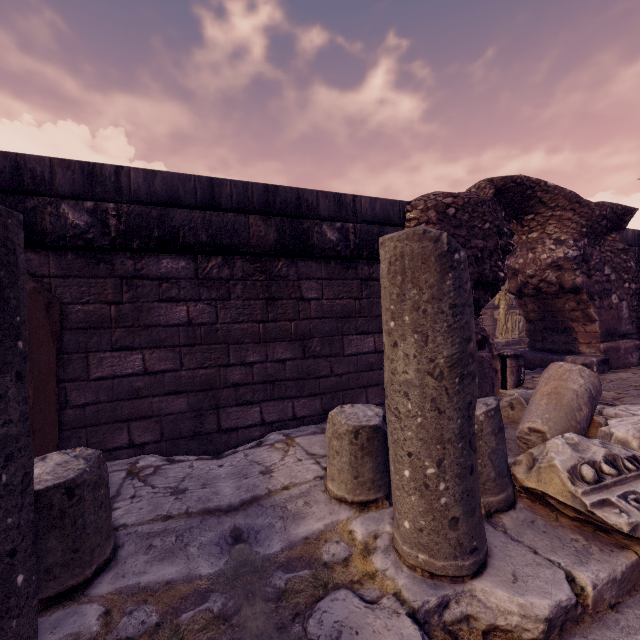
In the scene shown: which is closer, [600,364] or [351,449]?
[351,449]

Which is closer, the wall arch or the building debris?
the building debris

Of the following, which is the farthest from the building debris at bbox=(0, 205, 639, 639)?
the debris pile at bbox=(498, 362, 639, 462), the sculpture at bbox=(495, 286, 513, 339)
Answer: the sculpture at bbox=(495, 286, 513, 339)

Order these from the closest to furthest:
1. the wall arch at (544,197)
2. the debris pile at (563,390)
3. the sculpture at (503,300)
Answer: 1. the debris pile at (563,390)
2. the wall arch at (544,197)
3. the sculpture at (503,300)

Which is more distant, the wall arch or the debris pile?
the wall arch

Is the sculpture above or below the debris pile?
above

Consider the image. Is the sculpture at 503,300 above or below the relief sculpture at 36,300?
above

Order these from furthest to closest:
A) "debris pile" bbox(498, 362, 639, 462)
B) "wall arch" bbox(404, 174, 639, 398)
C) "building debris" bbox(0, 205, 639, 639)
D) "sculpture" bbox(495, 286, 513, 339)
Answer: "sculpture" bbox(495, 286, 513, 339) < "wall arch" bbox(404, 174, 639, 398) < "debris pile" bbox(498, 362, 639, 462) < "building debris" bbox(0, 205, 639, 639)
